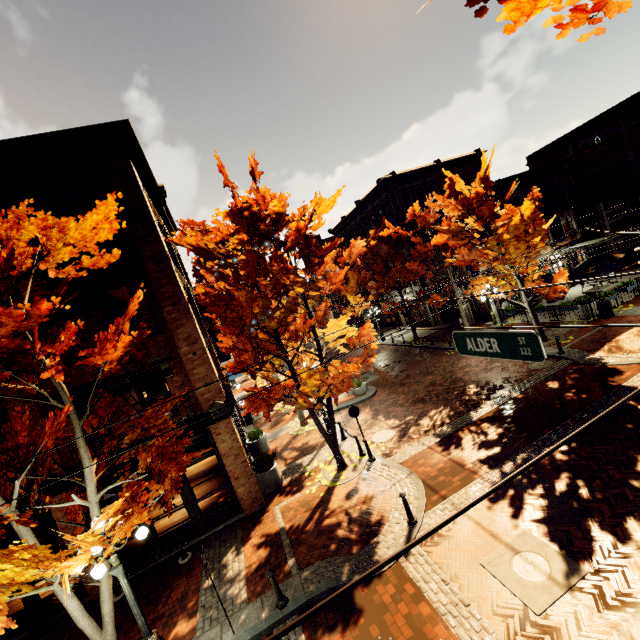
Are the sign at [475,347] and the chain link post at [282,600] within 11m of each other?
yes

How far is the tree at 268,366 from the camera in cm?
1127

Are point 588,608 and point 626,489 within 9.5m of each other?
yes

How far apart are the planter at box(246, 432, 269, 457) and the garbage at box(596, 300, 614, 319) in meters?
18.6 m

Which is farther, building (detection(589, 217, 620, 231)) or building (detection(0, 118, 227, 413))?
building (detection(589, 217, 620, 231))

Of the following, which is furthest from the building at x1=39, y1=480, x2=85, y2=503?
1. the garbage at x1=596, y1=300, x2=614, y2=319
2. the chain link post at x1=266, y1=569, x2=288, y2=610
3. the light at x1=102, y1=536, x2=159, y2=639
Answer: the garbage at x1=596, y1=300, x2=614, y2=319

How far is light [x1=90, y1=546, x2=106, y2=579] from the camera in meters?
6.0

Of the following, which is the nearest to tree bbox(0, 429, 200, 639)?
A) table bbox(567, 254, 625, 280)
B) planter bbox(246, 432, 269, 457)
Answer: planter bbox(246, 432, 269, 457)
